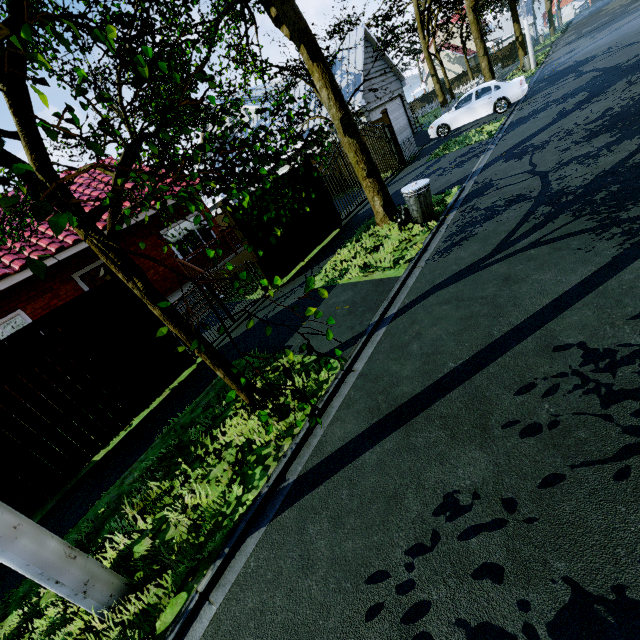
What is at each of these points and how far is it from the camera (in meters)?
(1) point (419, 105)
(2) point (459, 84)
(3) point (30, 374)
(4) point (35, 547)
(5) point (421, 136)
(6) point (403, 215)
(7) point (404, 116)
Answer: (1) fence, 49.34
(2) fence, 45.34
(3) fence, 5.19
(4) street light, 2.58
(5) garage entrance, 19.53
(6) trash bag, 8.16
(7) garage door, 20.38

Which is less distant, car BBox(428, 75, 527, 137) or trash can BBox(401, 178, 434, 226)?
trash can BBox(401, 178, 434, 226)

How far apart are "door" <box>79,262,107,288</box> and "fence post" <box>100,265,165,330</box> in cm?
543

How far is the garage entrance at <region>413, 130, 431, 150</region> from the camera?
18.20m

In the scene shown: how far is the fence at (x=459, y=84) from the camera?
21.7m

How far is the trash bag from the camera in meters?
8.1

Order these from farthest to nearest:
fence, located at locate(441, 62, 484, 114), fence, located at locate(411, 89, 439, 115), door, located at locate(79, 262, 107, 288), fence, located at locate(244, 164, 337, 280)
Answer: fence, located at locate(411, 89, 439, 115)
fence, located at locate(441, 62, 484, 114)
door, located at locate(79, 262, 107, 288)
fence, located at locate(244, 164, 337, 280)

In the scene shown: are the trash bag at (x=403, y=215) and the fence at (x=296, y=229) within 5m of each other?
yes
